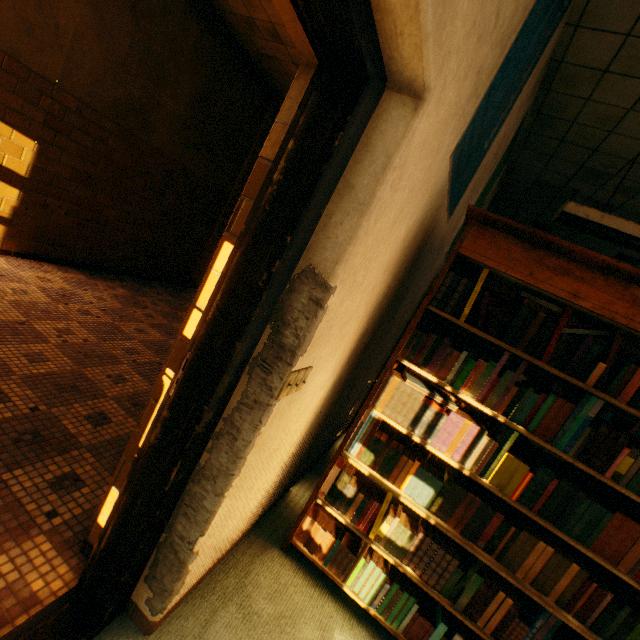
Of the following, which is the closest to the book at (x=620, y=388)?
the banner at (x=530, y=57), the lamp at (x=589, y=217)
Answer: the banner at (x=530, y=57)

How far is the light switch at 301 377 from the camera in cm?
111

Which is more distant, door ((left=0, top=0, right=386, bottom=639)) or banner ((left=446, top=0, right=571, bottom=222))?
banner ((left=446, top=0, right=571, bottom=222))

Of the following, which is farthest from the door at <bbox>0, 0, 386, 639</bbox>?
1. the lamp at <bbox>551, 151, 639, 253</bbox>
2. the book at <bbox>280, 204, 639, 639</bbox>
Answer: the lamp at <bbox>551, 151, 639, 253</bbox>

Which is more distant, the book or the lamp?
the lamp

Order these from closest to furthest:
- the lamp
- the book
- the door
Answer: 1. the door
2. the book
3. the lamp

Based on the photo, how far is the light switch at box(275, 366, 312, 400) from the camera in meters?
1.1

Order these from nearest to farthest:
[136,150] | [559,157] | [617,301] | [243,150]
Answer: [617,301] < [559,157] < [136,150] < [243,150]
